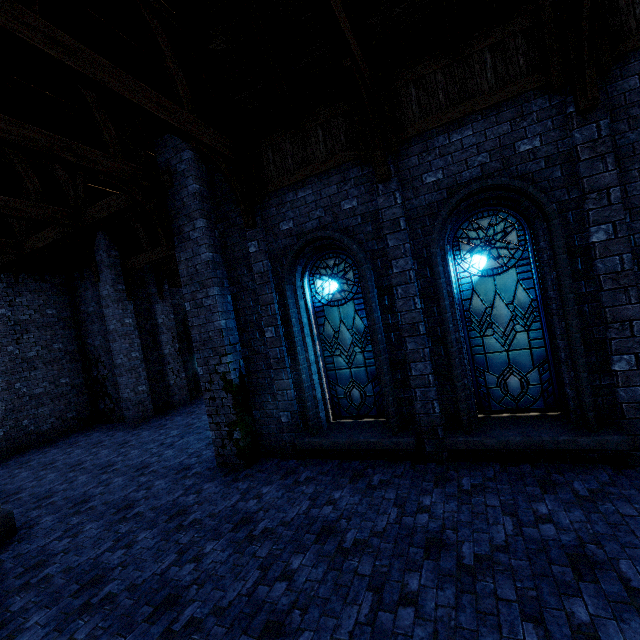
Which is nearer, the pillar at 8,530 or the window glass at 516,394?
the window glass at 516,394

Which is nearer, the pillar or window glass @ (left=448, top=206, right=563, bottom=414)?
window glass @ (left=448, top=206, right=563, bottom=414)

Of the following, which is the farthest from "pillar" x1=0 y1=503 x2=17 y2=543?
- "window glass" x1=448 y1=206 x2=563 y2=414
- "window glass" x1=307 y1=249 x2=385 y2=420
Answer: "window glass" x1=448 y1=206 x2=563 y2=414

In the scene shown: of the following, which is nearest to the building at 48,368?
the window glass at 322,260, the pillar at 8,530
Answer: the pillar at 8,530

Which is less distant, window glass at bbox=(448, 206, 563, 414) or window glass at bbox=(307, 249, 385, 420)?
window glass at bbox=(448, 206, 563, 414)

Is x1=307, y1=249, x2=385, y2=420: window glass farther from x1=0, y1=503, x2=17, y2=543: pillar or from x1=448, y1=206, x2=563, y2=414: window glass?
x1=0, y1=503, x2=17, y2=543: pillar

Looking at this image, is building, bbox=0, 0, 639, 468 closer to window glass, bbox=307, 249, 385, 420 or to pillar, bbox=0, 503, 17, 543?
pillar, bbox=0, 503, 17, 543

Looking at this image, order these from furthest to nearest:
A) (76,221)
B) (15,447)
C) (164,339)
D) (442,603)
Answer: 1. (164,339)
2. (15,447)
3. (76,221)
4. (442,603)
